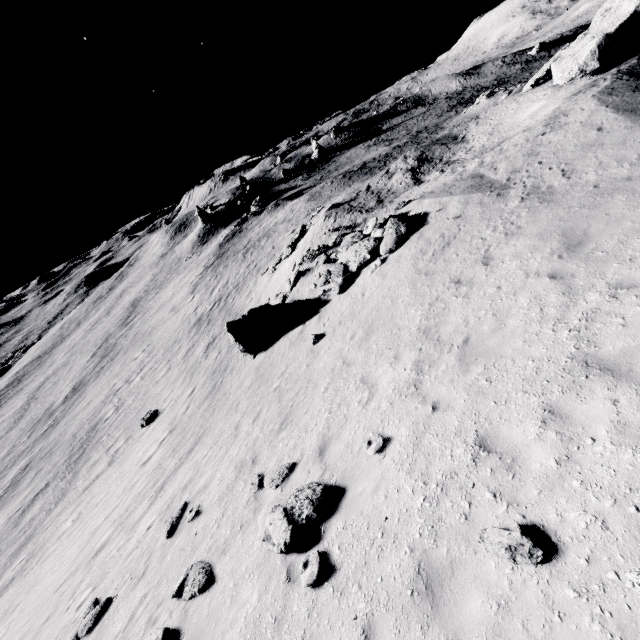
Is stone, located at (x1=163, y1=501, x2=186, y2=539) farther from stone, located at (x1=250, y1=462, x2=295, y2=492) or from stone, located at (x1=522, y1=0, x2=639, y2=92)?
stone, located at (x1=522, y1=0, x2=639, y2=92)

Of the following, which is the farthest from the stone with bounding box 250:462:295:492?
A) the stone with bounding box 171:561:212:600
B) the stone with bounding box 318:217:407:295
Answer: the stone with bounding box 318:217:407:295

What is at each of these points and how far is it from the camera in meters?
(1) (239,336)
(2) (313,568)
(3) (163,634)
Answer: (1) stone, 16.8
(2) stone, 5.4
(3) stone, 6.5

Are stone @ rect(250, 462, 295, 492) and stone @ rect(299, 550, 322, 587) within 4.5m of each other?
yes

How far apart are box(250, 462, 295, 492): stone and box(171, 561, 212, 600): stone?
1.7m

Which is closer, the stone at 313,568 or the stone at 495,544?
the stone at 495,544

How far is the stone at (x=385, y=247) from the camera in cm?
1390

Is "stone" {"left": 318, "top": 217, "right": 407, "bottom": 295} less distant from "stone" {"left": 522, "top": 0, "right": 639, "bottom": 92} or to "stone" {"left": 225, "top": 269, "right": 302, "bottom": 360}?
"stone" {"left": 225, "top": 269, "right": 302, "bottom": 360}
